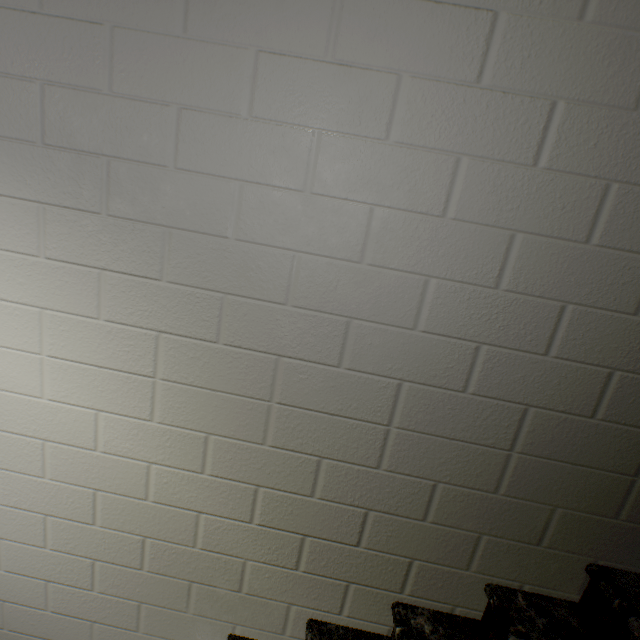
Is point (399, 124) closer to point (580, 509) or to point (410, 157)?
point (410, 157)
